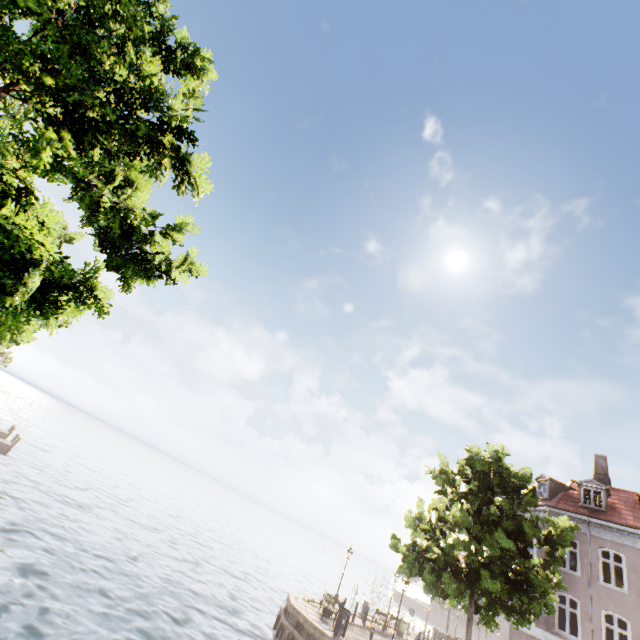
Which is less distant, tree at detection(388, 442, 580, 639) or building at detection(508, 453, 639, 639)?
tree at detection(388, 442, 580, 639)

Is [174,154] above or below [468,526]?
above

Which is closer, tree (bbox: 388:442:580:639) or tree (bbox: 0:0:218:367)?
tree (bbox: 0:0:218:367)

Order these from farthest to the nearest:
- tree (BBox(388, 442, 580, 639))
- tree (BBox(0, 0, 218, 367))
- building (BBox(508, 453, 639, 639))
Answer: building (BBox(508, 453, 639, 639)) < tree (BBox(388, 442, 580, 639)) < tree (BBox(0, 0, 218, 367))

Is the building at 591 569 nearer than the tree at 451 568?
No

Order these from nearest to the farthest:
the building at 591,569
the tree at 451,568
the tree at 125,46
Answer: the tree at 125,46, the tree at 451,568, the building at 591,569
